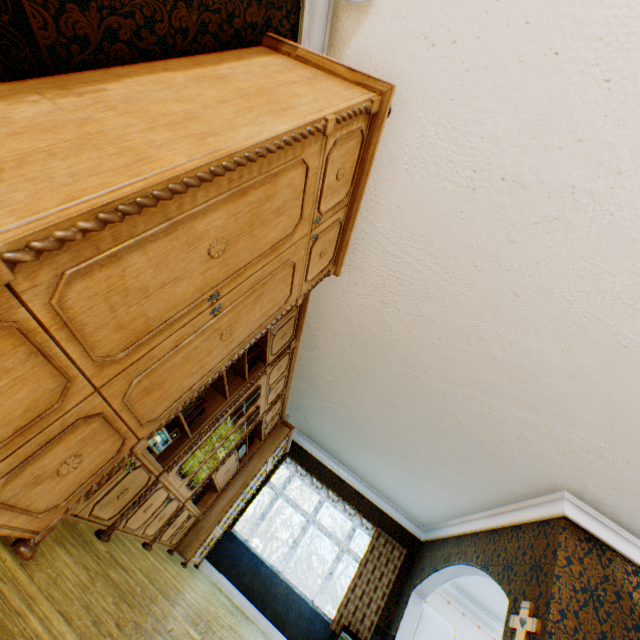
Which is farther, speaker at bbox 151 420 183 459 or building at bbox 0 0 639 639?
speaker at bbox 151 420 183 459

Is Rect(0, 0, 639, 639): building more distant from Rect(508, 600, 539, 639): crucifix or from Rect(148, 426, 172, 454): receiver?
Rect(148, 426, 172, 454): receiver

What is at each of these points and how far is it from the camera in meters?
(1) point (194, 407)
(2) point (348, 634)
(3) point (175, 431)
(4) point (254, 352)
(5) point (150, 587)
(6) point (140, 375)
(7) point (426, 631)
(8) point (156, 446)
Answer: (1) book, 2.9
(2) dehumidifier, 5.4
(3) speaker, 2.9
(4) book, 3.4
(5) building, 2.5
(6) cabinet, 1.4
(7) refrigerator, 5.9
(8) receiver, 2.4

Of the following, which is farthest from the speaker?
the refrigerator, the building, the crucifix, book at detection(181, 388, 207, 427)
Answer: the refrigerator

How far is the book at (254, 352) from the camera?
3.3m

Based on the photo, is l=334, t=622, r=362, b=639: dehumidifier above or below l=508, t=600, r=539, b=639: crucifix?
below

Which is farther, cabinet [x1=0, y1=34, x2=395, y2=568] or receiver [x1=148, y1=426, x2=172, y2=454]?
receiver [x1=148, y1=426, x2=172, y2=454]

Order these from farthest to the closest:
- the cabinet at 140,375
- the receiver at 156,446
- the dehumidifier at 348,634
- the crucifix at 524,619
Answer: the dehumidifier at 348,634
the crucifix at 524,619
the receiver at 156,446
the cabinet at 140,375
